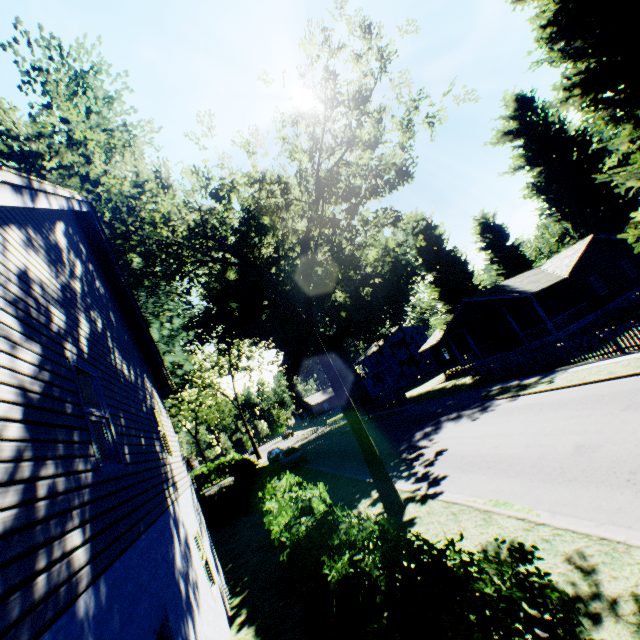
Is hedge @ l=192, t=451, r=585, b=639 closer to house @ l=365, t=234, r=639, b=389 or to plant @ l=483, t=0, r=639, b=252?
plant @ l=483, t=0, r=639, b=252

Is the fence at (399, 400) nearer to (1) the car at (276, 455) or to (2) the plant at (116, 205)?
(2) the plant at (116, 205)

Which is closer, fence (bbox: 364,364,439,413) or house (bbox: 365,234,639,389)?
house (bbox: 365,234,639,389)

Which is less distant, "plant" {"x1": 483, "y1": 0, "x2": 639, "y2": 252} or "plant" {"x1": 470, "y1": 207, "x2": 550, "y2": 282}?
"plant" {"x1": 483, "y1": 0, "x2": 639, "y2": 252}

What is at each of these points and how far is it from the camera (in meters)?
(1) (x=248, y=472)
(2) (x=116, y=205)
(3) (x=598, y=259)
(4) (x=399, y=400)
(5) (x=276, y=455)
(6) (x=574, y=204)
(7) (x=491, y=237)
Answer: (1) hedge, 19.38
(2) plant, 8.46
(3) house, 27.52
(4) fence, 34.00
(5) car, 37.41
(6) plant, 33.91
(7) plant, 44.59

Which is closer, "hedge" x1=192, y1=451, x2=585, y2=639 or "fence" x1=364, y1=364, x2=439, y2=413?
"hedge" x1=192, y1=451, x2=585, y2=639

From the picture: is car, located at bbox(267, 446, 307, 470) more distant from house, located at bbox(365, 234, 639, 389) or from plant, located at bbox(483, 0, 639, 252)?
house, located at bbox(365, 234, 639, 389)

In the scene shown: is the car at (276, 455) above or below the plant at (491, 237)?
below
